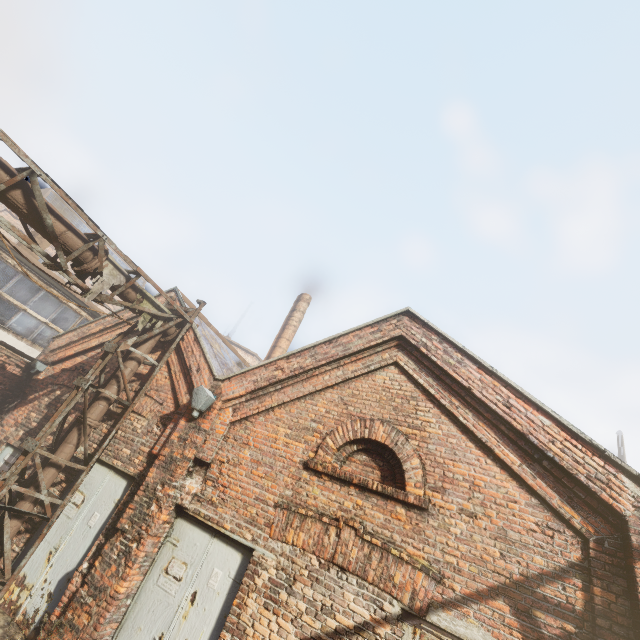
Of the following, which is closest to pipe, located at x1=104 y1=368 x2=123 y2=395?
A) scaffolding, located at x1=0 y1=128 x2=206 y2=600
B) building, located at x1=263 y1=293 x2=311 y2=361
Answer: scaffolding, located at x1=0 y1=128 x2=206 y2=600

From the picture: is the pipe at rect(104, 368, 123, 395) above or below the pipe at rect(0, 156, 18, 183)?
below

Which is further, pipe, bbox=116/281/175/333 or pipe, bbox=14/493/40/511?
pipe, bbox=116/281/175/333

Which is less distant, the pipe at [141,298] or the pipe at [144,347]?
the pipe at [141,298]

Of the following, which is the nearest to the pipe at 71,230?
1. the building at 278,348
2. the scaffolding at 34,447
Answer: the scaffolding at 34,447

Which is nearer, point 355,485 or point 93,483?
point 355,485

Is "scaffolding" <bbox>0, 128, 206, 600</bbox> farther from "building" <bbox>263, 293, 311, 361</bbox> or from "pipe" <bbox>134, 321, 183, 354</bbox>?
"building" <bbox>263, 293, 311, 361</bbox>

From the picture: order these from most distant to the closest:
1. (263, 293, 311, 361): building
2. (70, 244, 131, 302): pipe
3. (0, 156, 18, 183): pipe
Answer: (263, 293, 311, 361): building → (70, 244, 131, 302): pipe → (0, 156, 18, 183): pipe
